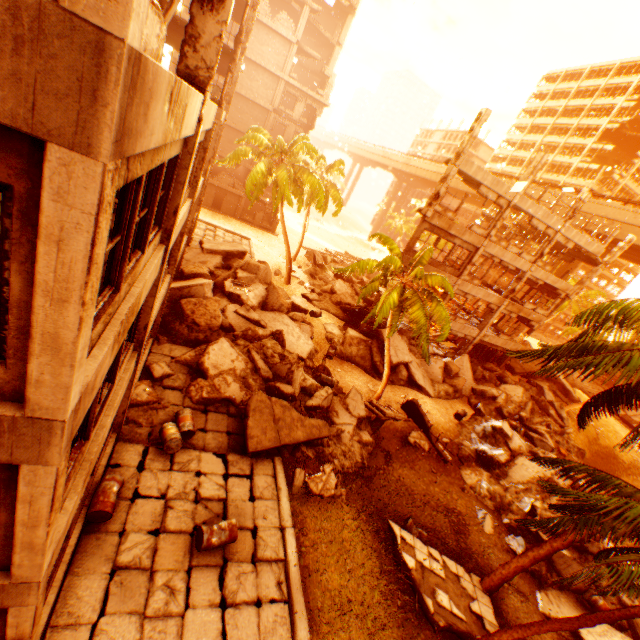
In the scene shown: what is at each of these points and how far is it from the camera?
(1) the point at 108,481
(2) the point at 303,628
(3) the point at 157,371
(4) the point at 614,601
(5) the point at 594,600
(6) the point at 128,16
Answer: (1) metal barrel, 8.0m
(2) concrete curb, 7.7m
(3) rock pile, 12.1m
(4) rock pile, 13.0m
(5) metal barrel, 11.6m
(6) pillar, 1.7m

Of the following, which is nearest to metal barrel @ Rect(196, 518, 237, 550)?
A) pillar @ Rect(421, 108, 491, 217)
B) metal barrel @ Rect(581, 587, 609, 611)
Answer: metal barrel @ Rect(581, 587, 609, 611)

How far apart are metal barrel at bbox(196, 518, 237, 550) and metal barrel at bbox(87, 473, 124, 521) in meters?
2.0 m

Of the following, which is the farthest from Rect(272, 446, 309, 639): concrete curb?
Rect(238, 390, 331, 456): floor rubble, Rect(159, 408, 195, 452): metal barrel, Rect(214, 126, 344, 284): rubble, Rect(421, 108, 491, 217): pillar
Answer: Rect(421, 108, 491, 217): pillar

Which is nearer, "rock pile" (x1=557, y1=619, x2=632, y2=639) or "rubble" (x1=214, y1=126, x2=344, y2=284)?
"rock pile" (x1=557, y1=619, x2=632, y2=639)

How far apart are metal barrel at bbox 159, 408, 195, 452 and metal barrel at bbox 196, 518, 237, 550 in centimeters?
244cm

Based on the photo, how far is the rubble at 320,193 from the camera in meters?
22.2

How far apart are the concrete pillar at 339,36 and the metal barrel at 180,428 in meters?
42.9
